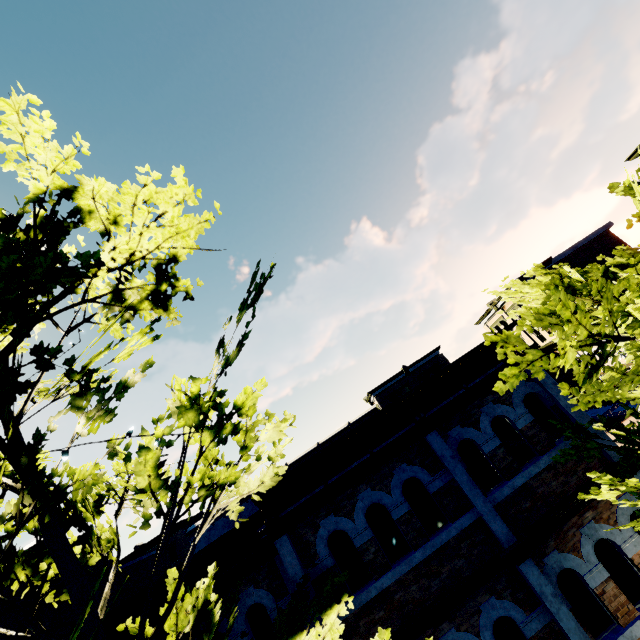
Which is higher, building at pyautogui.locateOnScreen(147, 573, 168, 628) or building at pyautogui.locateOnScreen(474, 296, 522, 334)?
building at pyautogui.locateOnScreen(474, 296, 522, 334)

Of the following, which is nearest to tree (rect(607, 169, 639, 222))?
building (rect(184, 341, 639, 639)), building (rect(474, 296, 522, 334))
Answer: building (rect(184, 341, 639, 639))

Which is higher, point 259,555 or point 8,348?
point 8,348

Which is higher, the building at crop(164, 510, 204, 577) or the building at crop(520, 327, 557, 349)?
the building at crop(164, 510, 204, 577)

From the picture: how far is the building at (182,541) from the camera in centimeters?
3981cm

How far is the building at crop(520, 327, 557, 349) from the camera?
34.1m

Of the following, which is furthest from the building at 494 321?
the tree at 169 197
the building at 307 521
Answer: the tree at 169 197
